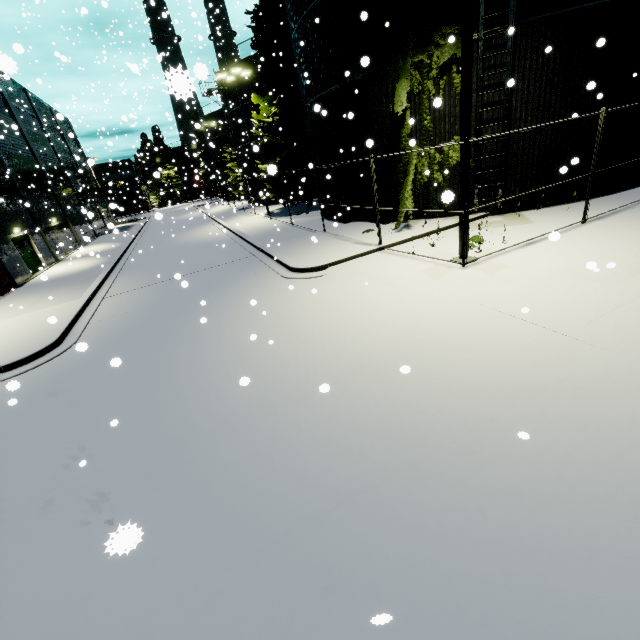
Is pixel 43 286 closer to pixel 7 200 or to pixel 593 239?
pixel 7 200

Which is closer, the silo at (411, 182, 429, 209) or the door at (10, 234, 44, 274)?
the silo at (411, 182, 429, 209)

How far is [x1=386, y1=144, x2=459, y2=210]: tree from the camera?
12.57m

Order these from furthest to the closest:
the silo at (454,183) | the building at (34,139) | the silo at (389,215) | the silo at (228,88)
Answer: the silo at (228,88)
the building at (34,139)
the silo at (389,215)
the silo at (454,183)

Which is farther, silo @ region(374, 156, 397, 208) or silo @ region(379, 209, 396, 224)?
silo @ region(379, 209, 396, 224)

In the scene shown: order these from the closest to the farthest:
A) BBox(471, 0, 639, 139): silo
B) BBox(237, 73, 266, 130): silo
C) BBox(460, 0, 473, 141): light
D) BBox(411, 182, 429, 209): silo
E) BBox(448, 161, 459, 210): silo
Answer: BBox(460, 0, 473, 141): light
BBox(471, 0, 639, 139): silo
BBox(448, 161, 459, 210): silo
BBox(411, 182, 429, 209): silo
BBox(237, 73, 266, 130): silo

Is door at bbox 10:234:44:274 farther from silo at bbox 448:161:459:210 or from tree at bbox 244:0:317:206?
tree at bbox 244:0:317:206

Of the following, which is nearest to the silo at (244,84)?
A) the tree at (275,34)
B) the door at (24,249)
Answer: the tree at (275,34)
